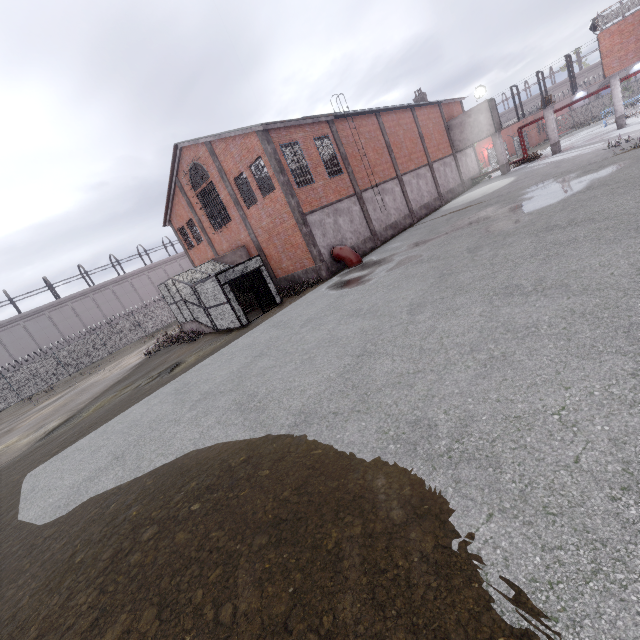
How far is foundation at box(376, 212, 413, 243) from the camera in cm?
2389

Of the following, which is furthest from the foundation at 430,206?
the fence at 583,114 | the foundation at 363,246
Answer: the fence at 583,114

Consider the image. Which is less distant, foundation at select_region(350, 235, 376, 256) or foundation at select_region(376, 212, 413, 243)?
foundation at select_region(350, 235, 376, 256)

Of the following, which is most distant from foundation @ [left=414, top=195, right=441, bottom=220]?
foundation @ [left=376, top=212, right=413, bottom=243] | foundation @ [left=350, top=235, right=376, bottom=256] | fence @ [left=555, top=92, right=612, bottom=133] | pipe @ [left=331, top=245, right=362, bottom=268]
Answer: fence @ [left=555, top=92, right=612, bottom=133]

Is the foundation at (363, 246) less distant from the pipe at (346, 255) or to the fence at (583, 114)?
the pipe at (346, 255)

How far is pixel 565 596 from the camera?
2.3 meters

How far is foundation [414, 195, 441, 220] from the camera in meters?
27.6

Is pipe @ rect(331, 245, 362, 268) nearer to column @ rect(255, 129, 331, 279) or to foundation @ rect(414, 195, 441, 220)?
column @ rect(255, 129, 331, 279)
